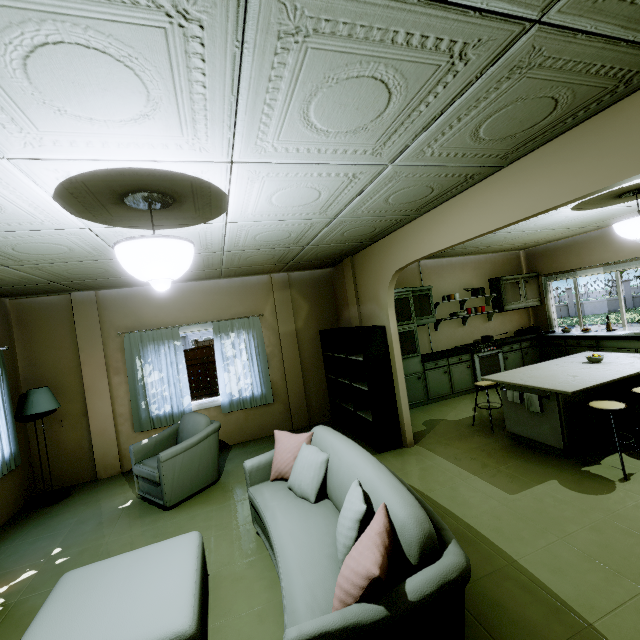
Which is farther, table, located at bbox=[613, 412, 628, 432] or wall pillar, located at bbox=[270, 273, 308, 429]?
wall pillar, located at bbox=[270, 273, 308, 429]

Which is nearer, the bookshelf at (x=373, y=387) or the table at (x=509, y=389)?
the table at (x=509, y=389)

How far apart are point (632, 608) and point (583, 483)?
1.4 meters

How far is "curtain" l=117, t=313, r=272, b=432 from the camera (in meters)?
4.97

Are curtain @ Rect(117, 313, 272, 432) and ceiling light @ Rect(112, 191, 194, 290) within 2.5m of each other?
no

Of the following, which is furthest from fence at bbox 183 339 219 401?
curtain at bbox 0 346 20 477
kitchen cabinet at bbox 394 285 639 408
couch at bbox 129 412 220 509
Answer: couch at bbox 129 412 220 509

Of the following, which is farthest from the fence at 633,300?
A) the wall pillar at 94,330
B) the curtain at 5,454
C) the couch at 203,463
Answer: the curtain at 5,454

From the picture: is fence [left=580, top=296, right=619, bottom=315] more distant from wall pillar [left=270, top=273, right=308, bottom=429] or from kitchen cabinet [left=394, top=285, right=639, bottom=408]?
wall pillar [left=270, top=273, right=308, bottom=429]
